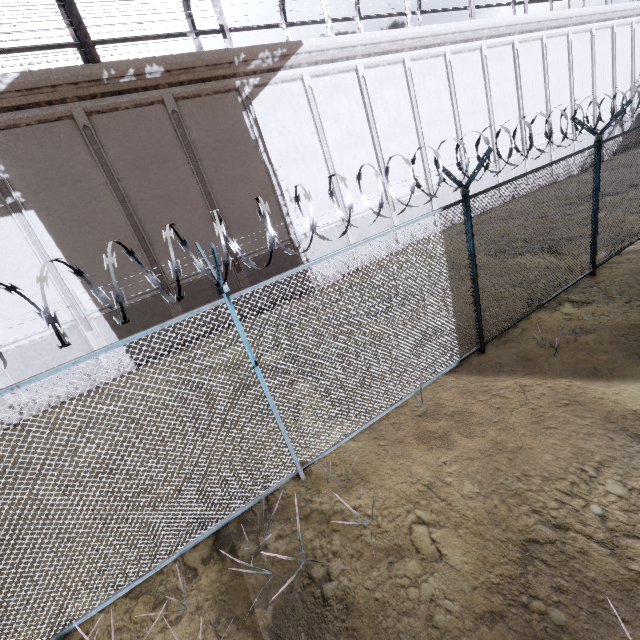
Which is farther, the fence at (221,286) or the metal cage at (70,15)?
the metal cage at (70,15)

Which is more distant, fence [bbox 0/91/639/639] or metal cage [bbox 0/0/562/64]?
metal cage [bbox 0/0/562/64]

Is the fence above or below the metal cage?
below

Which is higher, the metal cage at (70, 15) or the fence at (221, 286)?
the metal cage at (70, 15)

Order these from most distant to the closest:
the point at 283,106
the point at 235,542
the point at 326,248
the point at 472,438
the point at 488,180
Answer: the point at 488,180, the point at 326,248, the point at 283,106, the point at 472,438, the point at 235,542
